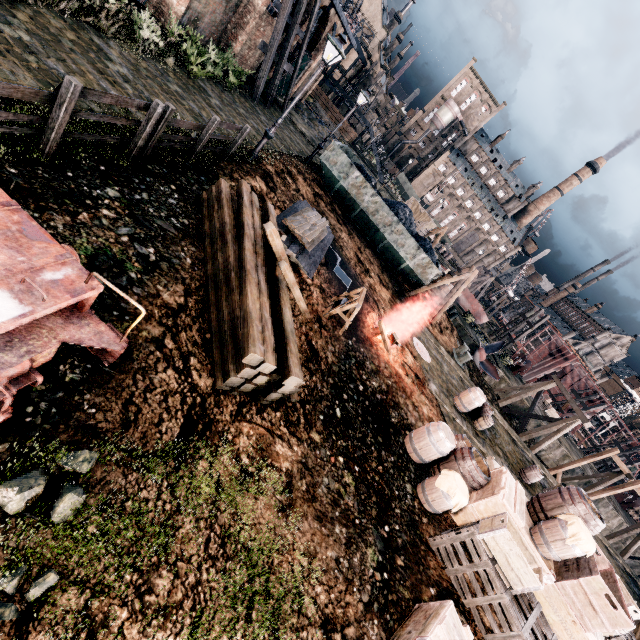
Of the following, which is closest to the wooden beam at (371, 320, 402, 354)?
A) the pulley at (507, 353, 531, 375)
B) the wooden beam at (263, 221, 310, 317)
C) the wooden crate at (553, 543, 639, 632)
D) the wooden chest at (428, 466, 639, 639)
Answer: the wooden beam at (263, 221, 310, 317)

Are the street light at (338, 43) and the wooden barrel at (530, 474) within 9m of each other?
no

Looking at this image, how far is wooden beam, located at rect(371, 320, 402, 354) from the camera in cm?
1270

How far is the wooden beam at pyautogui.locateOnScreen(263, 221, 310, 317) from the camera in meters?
6.6 m

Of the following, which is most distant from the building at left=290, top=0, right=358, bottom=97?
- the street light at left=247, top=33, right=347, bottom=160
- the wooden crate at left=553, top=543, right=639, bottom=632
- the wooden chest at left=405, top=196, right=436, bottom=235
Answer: the wooden crate at left=553, top=543, right=639, bottom=632

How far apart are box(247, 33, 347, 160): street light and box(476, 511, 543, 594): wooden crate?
15.0m

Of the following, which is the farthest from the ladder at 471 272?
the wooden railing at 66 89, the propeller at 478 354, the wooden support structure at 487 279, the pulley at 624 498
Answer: the pulley at 624 498

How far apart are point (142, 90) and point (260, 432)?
12.1 meters
